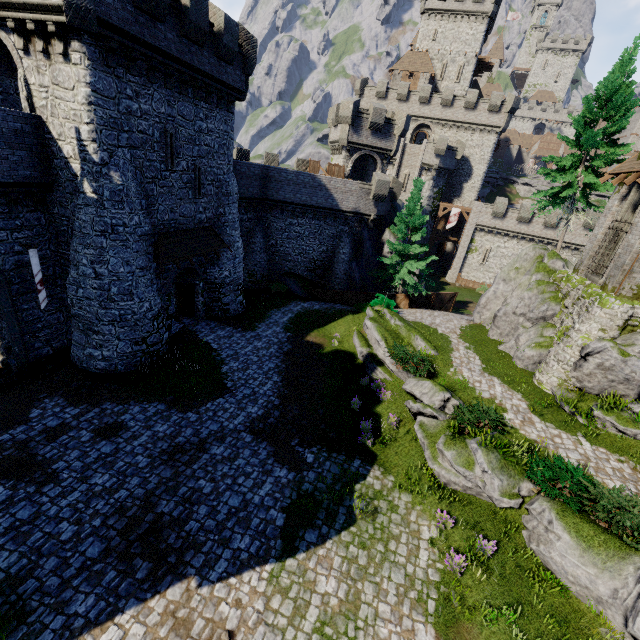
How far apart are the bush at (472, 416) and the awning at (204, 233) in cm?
1542

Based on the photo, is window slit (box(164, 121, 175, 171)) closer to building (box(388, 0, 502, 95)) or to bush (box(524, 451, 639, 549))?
bush (box(524, 451, 639, 549))

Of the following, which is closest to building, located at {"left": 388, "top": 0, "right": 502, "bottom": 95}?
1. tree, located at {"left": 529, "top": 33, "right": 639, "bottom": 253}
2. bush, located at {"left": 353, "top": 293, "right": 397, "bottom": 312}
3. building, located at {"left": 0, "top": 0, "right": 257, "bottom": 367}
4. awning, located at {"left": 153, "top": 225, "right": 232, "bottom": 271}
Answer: tree, located at {"left": 529, "top": 33, "right": 639, "bottom": 253}

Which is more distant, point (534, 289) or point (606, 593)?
point (534, 289)

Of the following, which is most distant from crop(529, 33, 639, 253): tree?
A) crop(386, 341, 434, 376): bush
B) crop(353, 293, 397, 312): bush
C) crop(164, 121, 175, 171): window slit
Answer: crop(164, 121, 175, 171): window slit

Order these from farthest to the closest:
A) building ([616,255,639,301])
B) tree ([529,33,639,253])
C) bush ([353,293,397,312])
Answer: bush ([353,293,397,312]), tree ([529,33,639,253]), building ([616,255,639,301])

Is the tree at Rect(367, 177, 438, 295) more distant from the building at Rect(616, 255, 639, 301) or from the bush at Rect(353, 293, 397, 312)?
the building at Rect(616, 255, 639, 301)

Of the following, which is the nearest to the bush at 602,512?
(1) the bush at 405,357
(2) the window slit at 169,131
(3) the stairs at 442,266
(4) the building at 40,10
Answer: (1) the bush at 405,357
